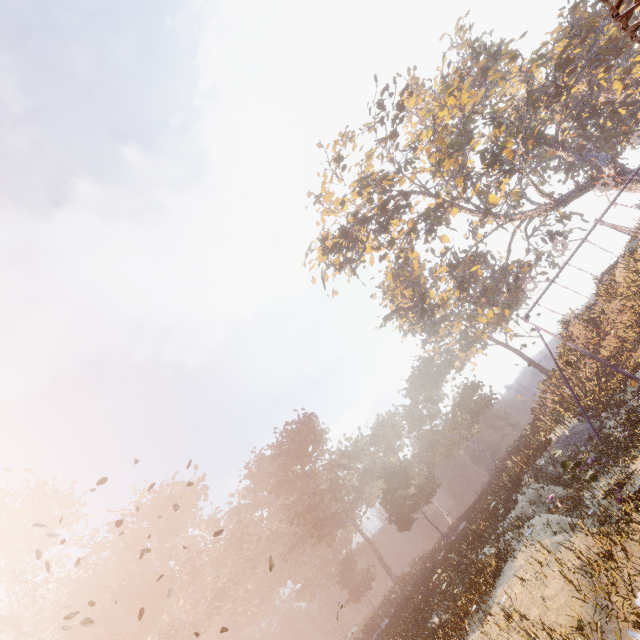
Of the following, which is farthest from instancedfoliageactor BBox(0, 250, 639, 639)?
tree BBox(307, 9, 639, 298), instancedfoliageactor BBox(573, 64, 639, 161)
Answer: instancedfoliageactor BBox(573, 64, 639, 161)

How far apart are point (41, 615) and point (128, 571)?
39.0m

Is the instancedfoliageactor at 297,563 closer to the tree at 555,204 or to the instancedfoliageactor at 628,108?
the tree at 555,204

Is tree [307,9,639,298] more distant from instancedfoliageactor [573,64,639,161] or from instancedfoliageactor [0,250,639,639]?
instancedfoliageactor [0,250,639,639]

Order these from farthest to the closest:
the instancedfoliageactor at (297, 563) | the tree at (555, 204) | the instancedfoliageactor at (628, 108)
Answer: the instancedfoliageactor at (628, 108) < the tree at (555, 204) < the instancedfoliageactor at (297, 563)

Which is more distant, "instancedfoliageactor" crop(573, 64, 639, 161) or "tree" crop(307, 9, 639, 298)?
"instancedfoliageactor" crop(573, 64, 639, 161)

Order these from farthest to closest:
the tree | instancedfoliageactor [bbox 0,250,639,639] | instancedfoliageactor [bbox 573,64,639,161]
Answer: instancedfoliageactor [bbox 573,64,639,161], the tree, instancedfoliageactor [bbox 0,250,639,639]

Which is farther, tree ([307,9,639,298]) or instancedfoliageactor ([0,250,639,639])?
tree ([307,9,639,298])
